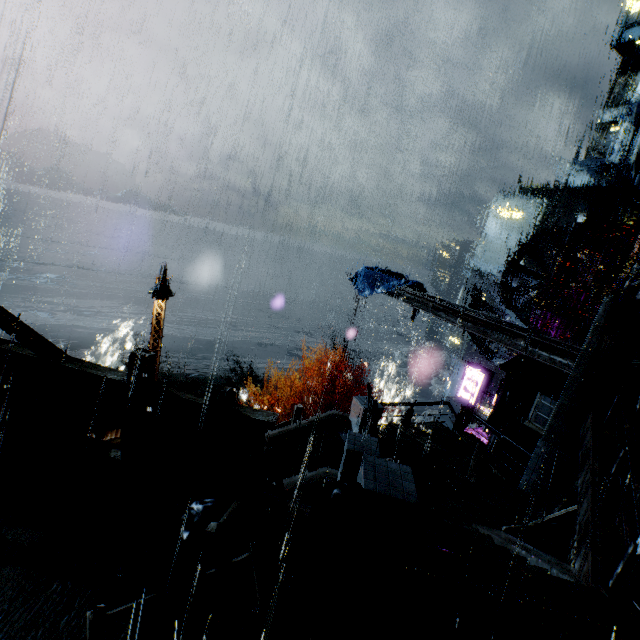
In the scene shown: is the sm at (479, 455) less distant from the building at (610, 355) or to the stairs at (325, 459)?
the building at (610, 355)

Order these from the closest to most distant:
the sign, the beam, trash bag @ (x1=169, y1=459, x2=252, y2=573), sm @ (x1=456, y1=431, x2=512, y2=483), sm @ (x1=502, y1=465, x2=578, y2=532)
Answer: trash bag @ (x1=169, y1=459, x2=252, y2=573) → sm @ (x1=502, y1=465, x2=578, y2=532) → the beam → sm @ (x1=456, y1=431, x2=512, y2=483) → the sign

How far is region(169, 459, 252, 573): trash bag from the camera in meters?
3.9

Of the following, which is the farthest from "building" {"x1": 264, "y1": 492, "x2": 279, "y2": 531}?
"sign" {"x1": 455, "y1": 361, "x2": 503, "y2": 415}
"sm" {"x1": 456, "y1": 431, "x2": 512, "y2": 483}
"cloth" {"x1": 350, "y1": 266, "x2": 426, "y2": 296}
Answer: "cloth" {"x1": 350, "y1": 266, "x2": 426, "y2": 296}

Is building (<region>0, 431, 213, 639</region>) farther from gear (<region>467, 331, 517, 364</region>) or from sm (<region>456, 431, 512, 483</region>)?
gear (<region>467, 331, 517, 364</region>)

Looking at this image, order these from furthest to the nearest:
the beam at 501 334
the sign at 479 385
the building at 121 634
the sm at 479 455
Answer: the sign at 479 385, the sm at 479 455, the beam at 501 334, the building at 121 634

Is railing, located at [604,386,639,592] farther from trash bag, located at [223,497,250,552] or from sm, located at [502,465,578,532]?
trash bag, located at [223,497,250,552]

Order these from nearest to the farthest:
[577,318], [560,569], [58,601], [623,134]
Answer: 1. [58,601]
2. [560,569]
3. [577,318]
4. [623,134]
